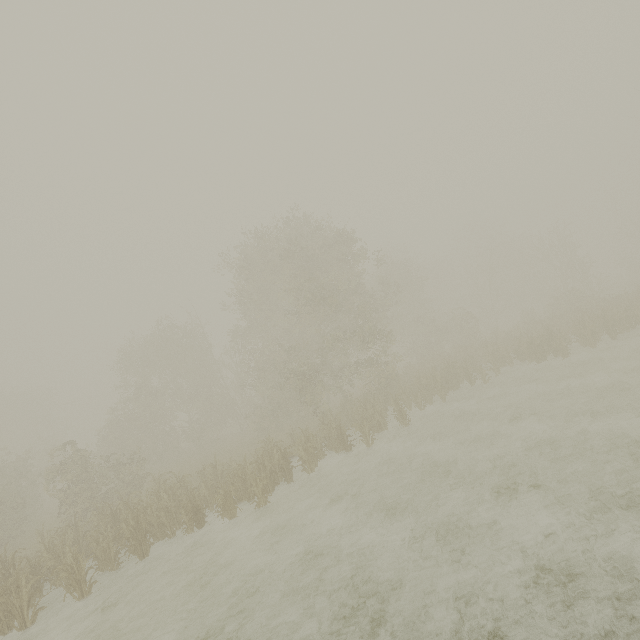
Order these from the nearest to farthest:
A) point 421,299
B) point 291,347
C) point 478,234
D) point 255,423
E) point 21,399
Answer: point 291,347
point 255,423
point 421,299
point 21,399
point 478,234
